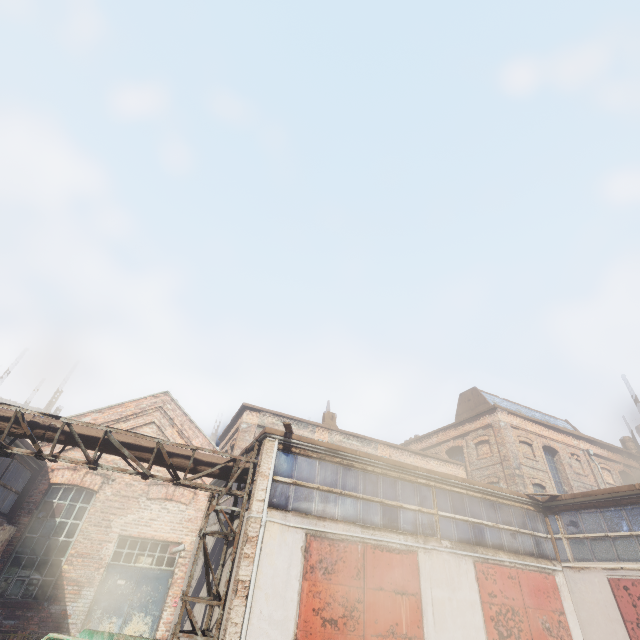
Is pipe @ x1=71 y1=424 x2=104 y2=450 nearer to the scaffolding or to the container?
the scaffolding

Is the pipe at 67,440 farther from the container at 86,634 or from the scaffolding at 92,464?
the container at 86,634

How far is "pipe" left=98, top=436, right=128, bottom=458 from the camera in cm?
893

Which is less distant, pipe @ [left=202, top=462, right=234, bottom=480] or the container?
the container

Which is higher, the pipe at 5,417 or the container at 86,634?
the pipe at 5,417

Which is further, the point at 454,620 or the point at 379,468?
the point at 379,468
